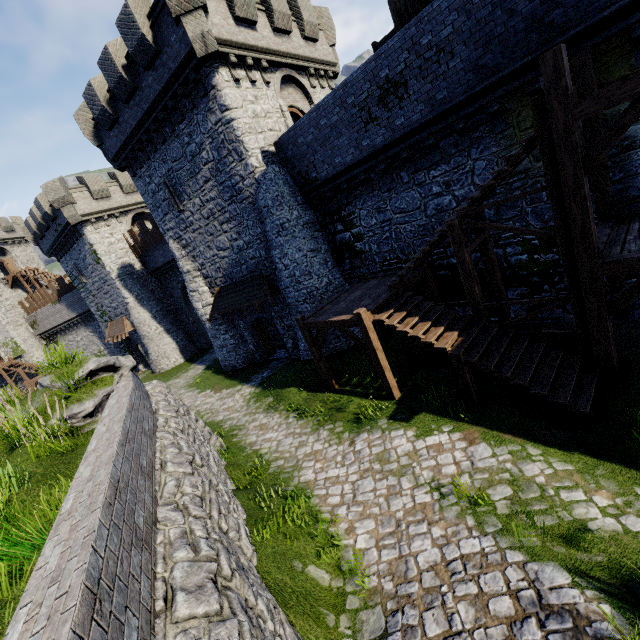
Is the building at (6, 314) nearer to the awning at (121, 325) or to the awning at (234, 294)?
the awning at (121, 325)

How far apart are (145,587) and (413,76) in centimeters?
1296cm

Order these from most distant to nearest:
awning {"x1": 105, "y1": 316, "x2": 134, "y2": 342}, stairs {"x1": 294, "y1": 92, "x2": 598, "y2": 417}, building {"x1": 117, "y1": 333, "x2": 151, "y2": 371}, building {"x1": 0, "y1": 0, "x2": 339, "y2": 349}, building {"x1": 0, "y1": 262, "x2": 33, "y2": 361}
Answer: building {"x1": 0, "y1": 262, "x2": 33, "y2": 361} < building {"x1": 117, "y1": 333, "x2": 151, "y2": 371} < awning {"x1": 105, "y1": 316, "x2": 134, "y2": 342} < building {"x1": 0, "y1": 0, "x2": 339, "y2": 349} < stairs {"x1": 294, "y1": 92, "x2": 598, "y2": 417}

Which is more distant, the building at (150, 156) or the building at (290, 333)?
the building at (290, 333)

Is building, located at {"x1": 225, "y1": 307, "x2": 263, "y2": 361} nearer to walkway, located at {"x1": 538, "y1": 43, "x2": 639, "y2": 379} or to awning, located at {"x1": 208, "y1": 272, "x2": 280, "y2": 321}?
awning, located at {"x1": 208, "y1": 272, "x2": 280, "y2": 321}

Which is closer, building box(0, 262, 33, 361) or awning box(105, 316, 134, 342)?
awning box(105, 316, 134, 342)

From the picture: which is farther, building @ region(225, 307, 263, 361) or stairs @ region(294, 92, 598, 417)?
building @ region(225, 307, 263, 361)

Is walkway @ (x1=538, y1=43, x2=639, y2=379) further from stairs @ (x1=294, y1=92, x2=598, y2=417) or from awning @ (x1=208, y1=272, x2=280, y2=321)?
awning @ (x1=208, y1=272, x2=280, y2=321)
